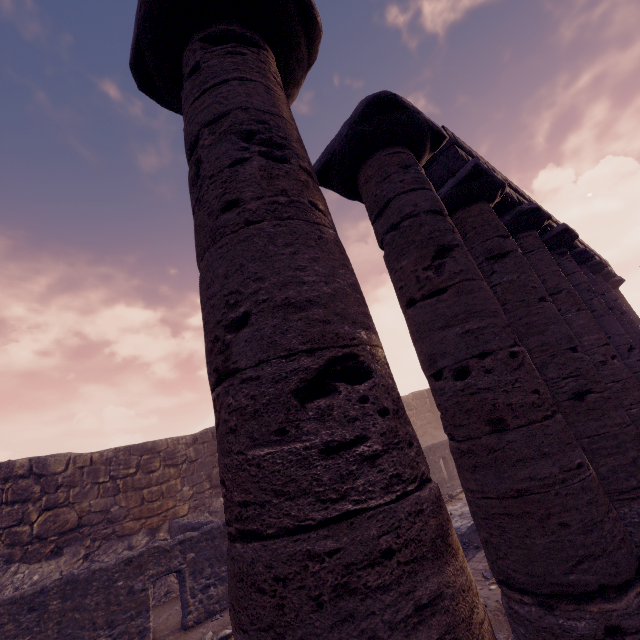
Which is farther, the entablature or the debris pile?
the entablature

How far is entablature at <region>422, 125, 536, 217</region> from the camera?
5.39m

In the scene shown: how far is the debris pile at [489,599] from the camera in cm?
484

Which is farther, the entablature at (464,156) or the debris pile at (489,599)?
the entablature at (464,156)

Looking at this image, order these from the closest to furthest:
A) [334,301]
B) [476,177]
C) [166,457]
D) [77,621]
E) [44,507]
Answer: [334,301]
[476,177]
[77,621]
[44,507]
[166,457]

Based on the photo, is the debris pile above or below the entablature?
below

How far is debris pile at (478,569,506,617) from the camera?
4.8 meters
